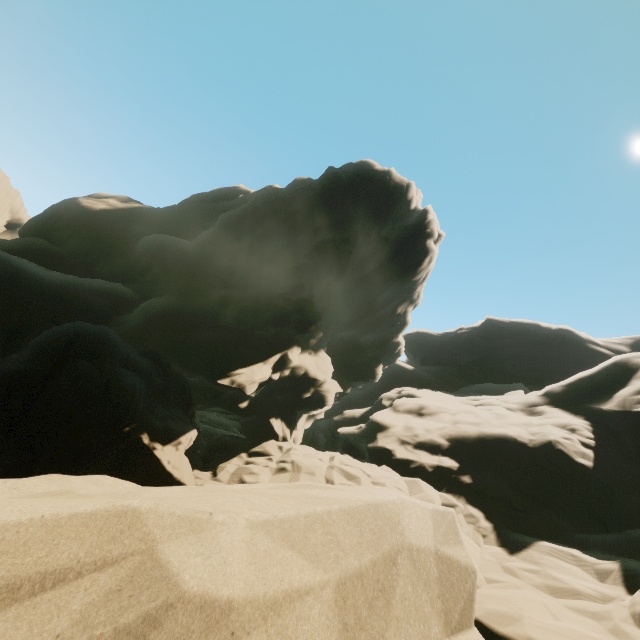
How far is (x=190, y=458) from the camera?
16.83m
